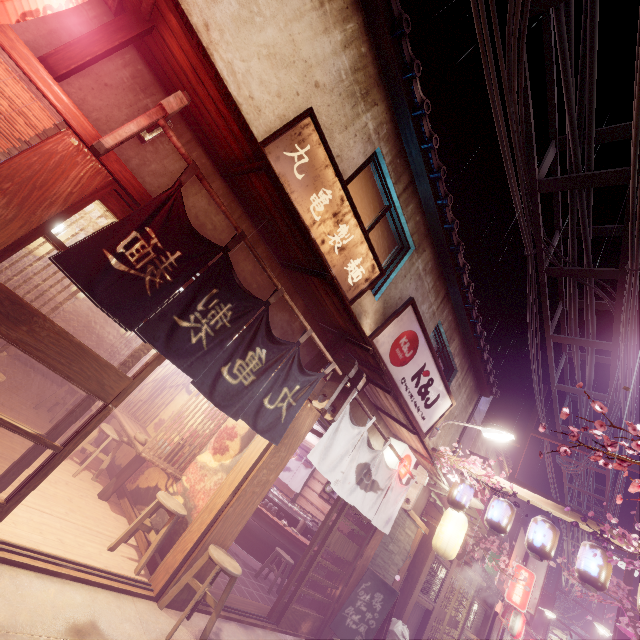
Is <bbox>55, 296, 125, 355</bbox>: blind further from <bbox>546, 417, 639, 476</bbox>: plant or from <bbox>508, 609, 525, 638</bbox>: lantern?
<bbox>508, 609, 525, 638</bbox>: lantern

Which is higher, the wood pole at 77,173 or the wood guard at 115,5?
the wood guard at 115,5

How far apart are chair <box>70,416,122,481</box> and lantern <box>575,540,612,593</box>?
15.0 meters

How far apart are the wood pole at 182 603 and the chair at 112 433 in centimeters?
426cm

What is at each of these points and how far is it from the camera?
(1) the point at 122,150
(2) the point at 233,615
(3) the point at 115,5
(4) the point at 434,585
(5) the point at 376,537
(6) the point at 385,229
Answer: (1) house, 5.5 meters
(2) door frame, 8.2 meters
(3) wood guard, 5.0 meters
(4) window grill, 17.0 meters
(5) wood pole, 12.3 meters
(6) blind, 11.3 meters

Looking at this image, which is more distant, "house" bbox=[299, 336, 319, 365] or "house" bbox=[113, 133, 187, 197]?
"house" bbox=[299, 336, 319, 365]

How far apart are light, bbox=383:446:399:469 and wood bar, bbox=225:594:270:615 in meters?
5.6

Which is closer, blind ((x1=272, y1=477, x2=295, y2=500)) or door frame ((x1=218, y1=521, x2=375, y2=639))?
door frame ((x1=218, y1=521, x2=375, y2=639))
